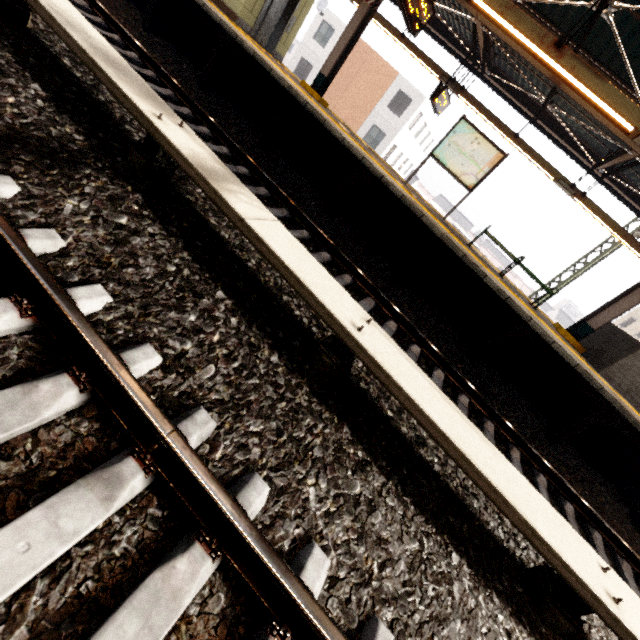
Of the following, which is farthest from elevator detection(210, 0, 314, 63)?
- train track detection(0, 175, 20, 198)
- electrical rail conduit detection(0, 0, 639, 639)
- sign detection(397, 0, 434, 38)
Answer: train track detection(0, 175, 20, 198)

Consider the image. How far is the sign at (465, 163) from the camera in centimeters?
797cm

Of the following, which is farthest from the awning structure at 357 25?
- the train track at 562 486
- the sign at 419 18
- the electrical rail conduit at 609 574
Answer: the electrical rail conduit at 609 574

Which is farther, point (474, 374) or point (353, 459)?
point (474, 374)

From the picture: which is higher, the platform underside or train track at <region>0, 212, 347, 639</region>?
the platform underside

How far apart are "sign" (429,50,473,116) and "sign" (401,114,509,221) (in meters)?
2.28

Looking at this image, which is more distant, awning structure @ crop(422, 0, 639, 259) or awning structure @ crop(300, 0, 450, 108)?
awning structure @ crop(300, 0, 450, 108)

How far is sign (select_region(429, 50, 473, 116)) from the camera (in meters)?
9.59
